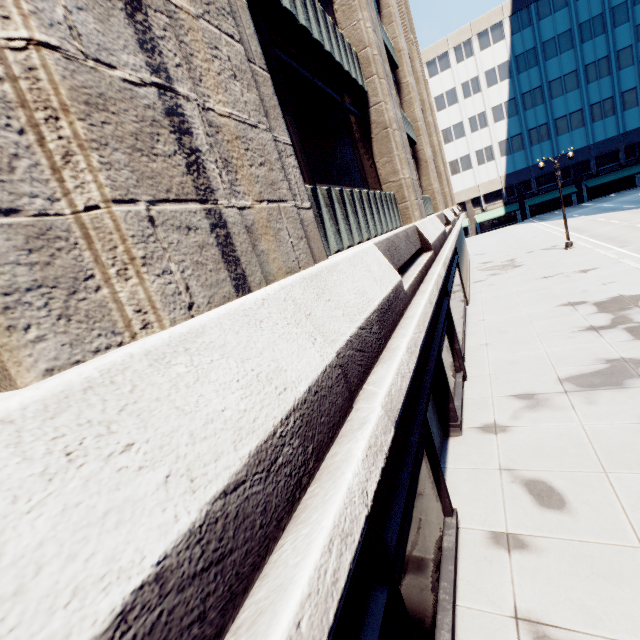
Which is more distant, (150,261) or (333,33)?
(333,33)
